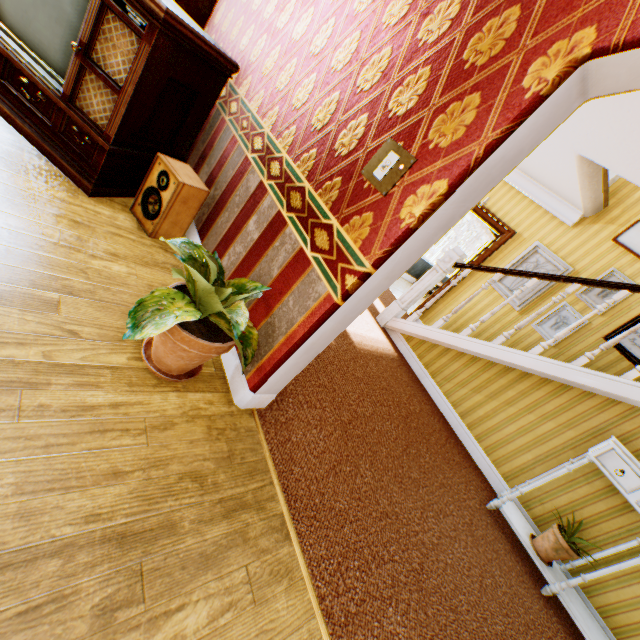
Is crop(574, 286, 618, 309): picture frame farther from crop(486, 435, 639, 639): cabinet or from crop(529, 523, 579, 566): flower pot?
crop(529, 523, 579, 566): flower pot

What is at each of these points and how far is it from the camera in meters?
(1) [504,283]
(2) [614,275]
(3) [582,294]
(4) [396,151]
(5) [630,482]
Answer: (1) picture frame, 5.7 m
(2) picture frame, 4.7 m
(3) picture frame, 4.9 m
(4) light switch, 1.6 m
(5) drawer, 2.7 m

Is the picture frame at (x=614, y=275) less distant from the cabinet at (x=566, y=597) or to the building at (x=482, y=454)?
the building at (x=482, y=454)

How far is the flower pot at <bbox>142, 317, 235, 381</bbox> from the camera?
1.64m

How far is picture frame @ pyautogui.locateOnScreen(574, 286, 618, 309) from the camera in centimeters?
471cm

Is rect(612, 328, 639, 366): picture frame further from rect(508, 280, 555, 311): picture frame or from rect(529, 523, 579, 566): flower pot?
rect(529, 523, 579, 566): flower pot

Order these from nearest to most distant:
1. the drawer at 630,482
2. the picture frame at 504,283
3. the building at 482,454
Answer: the building at 482,454, the drawer at 630,482, the picture frame at 504,283

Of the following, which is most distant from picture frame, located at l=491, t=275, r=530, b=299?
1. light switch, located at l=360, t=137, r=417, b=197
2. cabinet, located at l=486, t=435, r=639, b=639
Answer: light switch, located at l=360, t=137, r=417, b=197
